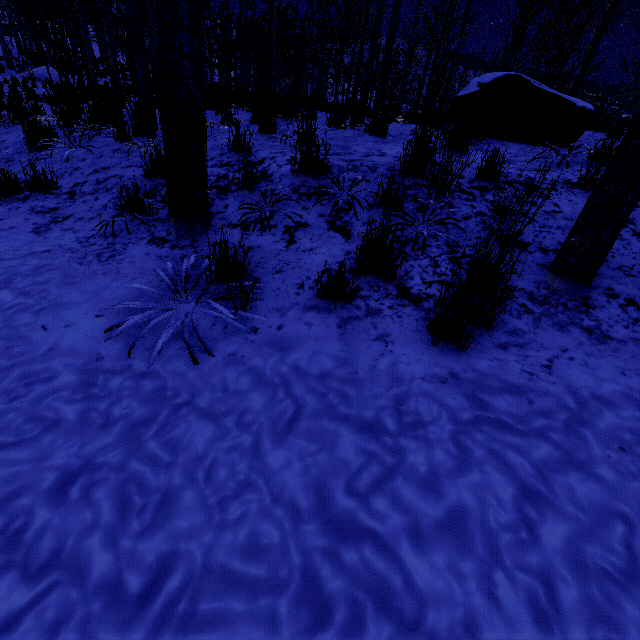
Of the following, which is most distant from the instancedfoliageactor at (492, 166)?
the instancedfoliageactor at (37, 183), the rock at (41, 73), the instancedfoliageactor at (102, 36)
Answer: the rock at (41, 73)

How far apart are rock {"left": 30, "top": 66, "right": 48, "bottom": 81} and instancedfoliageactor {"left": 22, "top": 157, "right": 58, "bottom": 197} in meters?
23.9 m

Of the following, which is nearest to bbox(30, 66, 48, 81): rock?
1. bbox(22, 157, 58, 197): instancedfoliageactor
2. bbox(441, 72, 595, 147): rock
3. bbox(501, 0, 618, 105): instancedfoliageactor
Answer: bbox(501, 0, 618, 105): instancedfoliageactor

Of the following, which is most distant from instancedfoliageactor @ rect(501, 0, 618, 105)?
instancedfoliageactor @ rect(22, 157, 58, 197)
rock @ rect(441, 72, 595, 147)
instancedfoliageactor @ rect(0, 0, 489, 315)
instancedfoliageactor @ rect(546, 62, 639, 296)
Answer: instancedfoliageactor @ rect(22, 157, 58, 197)

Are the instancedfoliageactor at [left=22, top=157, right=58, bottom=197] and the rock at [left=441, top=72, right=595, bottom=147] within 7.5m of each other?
yes

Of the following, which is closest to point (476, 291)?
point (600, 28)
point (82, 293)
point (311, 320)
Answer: point (311, 320)

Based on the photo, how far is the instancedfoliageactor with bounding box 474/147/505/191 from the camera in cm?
289

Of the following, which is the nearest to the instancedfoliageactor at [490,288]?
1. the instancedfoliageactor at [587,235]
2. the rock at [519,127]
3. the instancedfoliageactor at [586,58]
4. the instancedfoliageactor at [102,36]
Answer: the instancedfoliageactor at [587,235]
